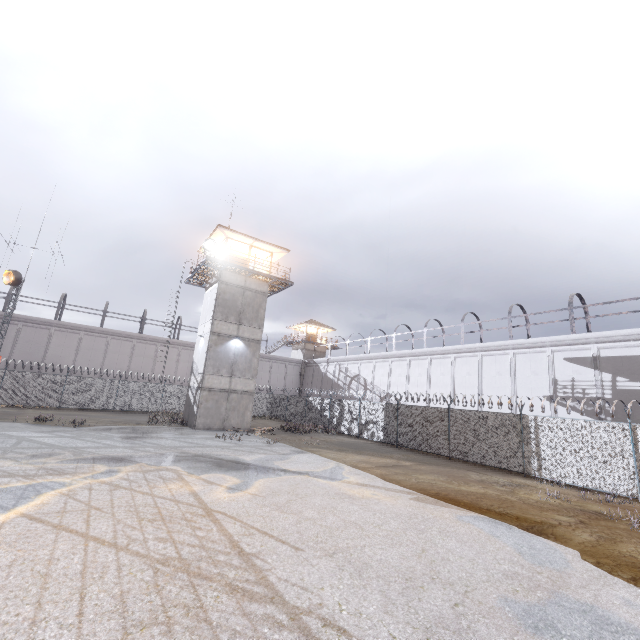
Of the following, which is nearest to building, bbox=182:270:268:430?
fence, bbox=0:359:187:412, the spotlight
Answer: fence, bbox=0:359:187:412

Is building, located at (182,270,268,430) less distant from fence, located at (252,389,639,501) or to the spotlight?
fence, located at (252,389,639,501)

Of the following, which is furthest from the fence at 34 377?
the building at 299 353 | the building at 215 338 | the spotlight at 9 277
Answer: the building at 299 353

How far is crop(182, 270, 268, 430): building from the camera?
22.8m

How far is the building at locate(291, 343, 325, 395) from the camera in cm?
4847

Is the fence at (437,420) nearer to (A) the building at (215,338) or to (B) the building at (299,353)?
(A) the building at (215,338)

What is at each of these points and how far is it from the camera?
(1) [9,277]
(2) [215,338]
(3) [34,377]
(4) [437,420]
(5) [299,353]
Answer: (1) spotlight, 21.2 meters
(2) building, 23.5 meters
(3) fence, 26.8 meters
(4) fence, 19.6 meters
(5) building, 50.2 meters

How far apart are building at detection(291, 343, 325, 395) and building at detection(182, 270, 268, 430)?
23.6 meters
